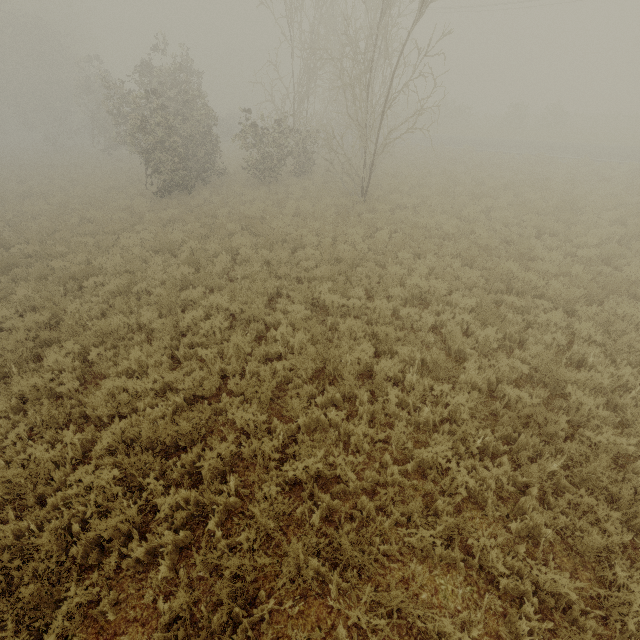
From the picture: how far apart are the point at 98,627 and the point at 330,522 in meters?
2.8 m
